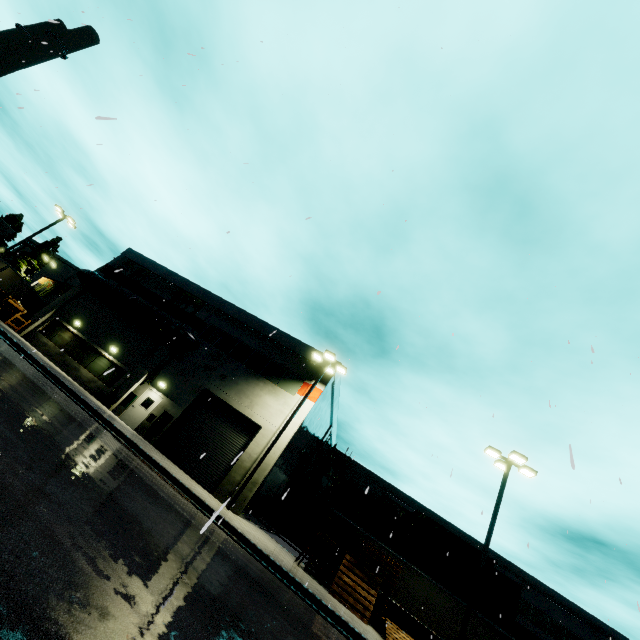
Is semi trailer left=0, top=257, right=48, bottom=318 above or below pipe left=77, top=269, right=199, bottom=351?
below

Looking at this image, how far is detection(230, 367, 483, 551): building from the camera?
19.5m

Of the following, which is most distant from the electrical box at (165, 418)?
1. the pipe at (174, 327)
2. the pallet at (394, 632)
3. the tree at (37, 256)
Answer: the tree at (37, 256)

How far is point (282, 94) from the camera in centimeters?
1195cm

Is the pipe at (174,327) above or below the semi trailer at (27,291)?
above

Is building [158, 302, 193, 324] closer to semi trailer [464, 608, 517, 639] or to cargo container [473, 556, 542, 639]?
semi trailer [464, 608, 517, 639]

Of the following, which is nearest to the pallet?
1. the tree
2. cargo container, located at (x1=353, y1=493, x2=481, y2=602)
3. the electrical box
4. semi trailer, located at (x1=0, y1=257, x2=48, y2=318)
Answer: semi trailer, located at (x1=0, y1=257, x2=48, y2=318)

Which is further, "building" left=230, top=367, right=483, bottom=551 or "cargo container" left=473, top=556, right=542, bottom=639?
"cargo container" left=473, top=556, right=542, bottom=639
